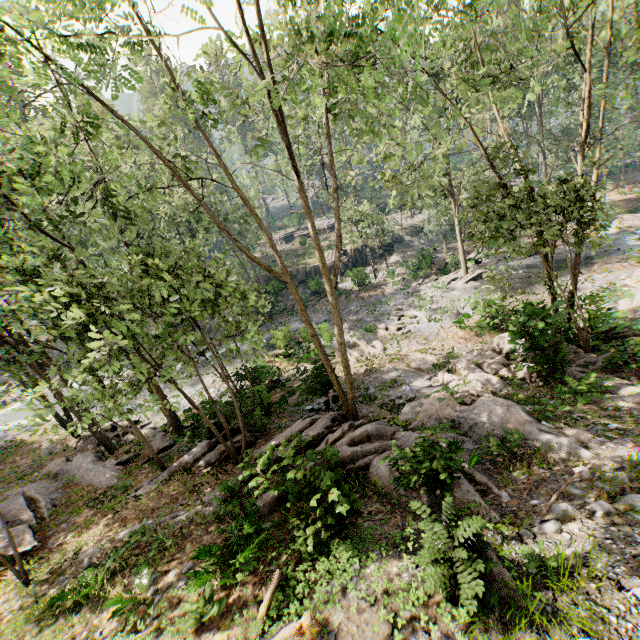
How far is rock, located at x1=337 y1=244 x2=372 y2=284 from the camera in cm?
3384

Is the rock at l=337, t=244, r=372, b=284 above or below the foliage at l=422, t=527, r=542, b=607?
below

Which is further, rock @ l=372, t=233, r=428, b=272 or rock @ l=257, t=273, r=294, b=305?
rock @ l=372, t=233, r=428, b=272

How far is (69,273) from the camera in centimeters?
775cm

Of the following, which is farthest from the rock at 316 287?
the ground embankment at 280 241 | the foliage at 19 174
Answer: the ground embankment at 280 241

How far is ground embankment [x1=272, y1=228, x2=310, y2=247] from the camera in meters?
56.6

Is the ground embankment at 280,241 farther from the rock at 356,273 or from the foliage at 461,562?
the rock at 356,273
